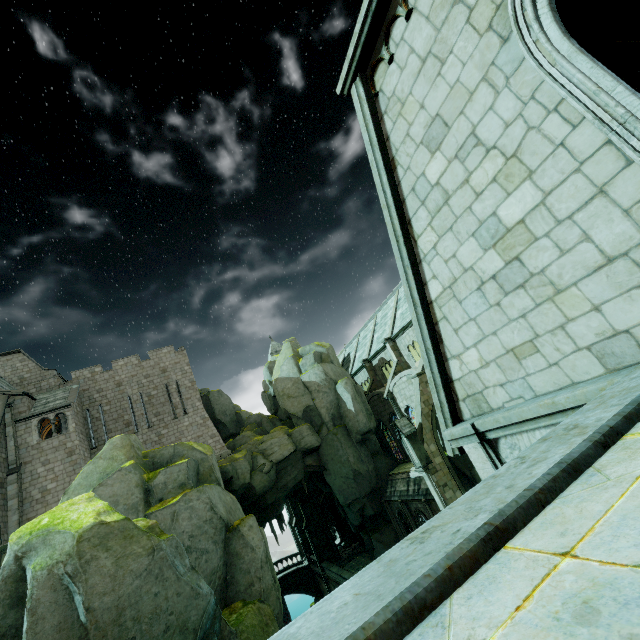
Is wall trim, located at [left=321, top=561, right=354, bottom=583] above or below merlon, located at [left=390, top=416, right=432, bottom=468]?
below

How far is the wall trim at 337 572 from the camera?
31.34m

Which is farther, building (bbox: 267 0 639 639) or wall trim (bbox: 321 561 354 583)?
wall trim (bbox: 321 561 354 583)

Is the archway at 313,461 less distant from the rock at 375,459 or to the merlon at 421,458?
the rock at 375,459

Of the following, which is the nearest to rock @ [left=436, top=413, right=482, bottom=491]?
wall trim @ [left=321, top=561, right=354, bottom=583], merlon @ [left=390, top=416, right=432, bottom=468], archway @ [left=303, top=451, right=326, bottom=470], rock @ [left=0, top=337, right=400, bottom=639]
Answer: merlon @ [left=390, top=416, right=432, bottom=468]

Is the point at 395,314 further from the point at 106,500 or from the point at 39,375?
the point at 39,375

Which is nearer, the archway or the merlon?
the merlon

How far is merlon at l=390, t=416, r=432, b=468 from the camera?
22.3 meters
